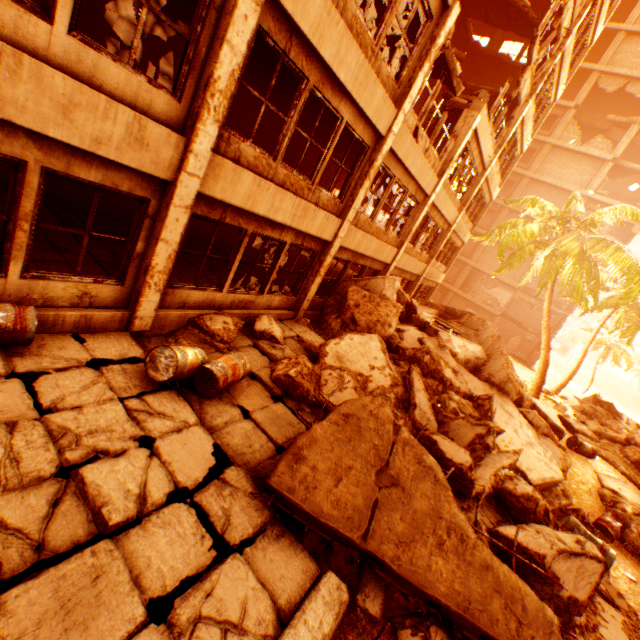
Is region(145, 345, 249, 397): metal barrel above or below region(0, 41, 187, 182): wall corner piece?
below

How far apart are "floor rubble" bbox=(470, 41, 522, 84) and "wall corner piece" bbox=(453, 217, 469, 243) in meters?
8.5

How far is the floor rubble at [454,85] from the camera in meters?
9.0 m

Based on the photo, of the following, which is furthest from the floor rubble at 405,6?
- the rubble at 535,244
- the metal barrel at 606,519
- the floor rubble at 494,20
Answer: the metal barrel at 606,519

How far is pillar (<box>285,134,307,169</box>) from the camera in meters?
15.8 m

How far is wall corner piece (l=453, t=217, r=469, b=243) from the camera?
17.7 meters

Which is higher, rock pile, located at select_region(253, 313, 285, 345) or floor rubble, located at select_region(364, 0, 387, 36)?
floor rubble, located at select_region(364, 0, 387, 36)

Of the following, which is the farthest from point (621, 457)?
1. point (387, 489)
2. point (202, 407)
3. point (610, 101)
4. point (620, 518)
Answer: point (610, 101)
